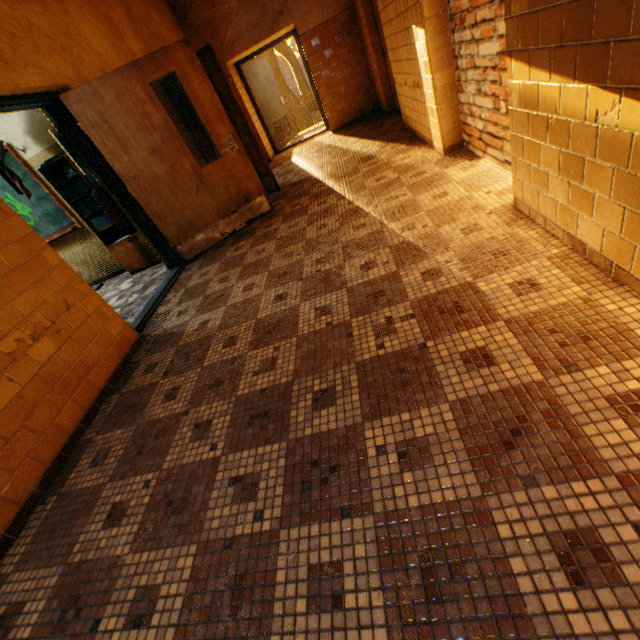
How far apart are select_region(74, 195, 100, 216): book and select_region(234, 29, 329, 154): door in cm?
558

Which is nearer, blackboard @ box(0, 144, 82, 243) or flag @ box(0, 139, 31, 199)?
flag @ box(0, 139, 31, 199)

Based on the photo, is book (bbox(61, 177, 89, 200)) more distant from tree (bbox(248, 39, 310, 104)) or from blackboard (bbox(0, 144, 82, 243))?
tree (bbox(248, 39, 310, 104))

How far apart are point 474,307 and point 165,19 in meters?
8.2

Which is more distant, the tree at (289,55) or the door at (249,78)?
the tree at (289,55)

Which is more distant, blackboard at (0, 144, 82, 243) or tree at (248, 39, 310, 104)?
tree at (248, 39, 310, 104)

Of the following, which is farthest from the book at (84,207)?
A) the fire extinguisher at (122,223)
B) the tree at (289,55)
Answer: the tree at (289,55)

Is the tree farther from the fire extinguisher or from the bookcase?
the fire extinguisher
